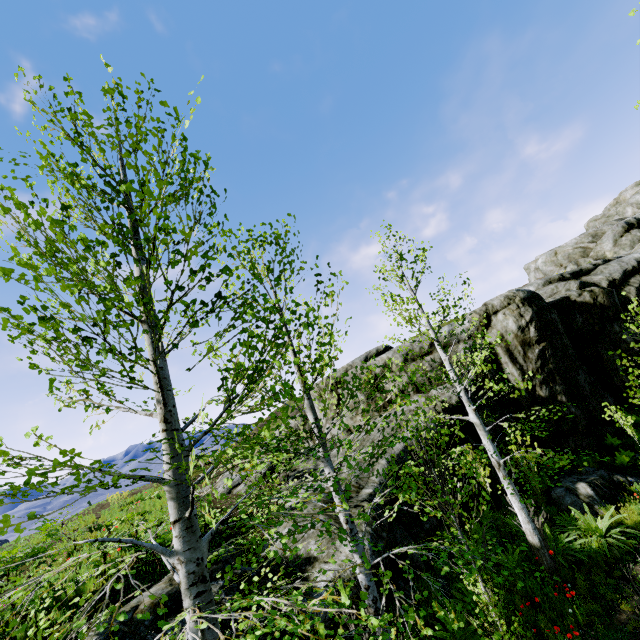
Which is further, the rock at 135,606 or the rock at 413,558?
the rock at 413,558

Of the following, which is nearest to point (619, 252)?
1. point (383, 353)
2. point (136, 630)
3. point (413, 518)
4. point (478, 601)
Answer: point (383, 353)

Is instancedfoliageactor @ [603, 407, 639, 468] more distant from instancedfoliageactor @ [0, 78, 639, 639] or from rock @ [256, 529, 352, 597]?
instancedfoliageactor @ [0, 78, 639, 639]

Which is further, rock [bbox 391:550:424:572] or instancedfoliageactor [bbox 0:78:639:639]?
rock [bbox 391:550:424:572]

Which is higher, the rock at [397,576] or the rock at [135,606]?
the rock at [135,606]

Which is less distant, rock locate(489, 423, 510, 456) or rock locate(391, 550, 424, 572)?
rock locate(391, 550, 424, 572)

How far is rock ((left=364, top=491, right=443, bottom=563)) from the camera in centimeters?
684cm

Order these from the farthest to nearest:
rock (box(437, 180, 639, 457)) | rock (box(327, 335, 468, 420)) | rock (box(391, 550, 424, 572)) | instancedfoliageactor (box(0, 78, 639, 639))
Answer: rock (box(437, 180, 639, 457)), rock (box(327, 335, 468, 420)), rock (box(391, 550, 424, 572)), instancedfoliageactor (box(0, 78, 639, 639))
